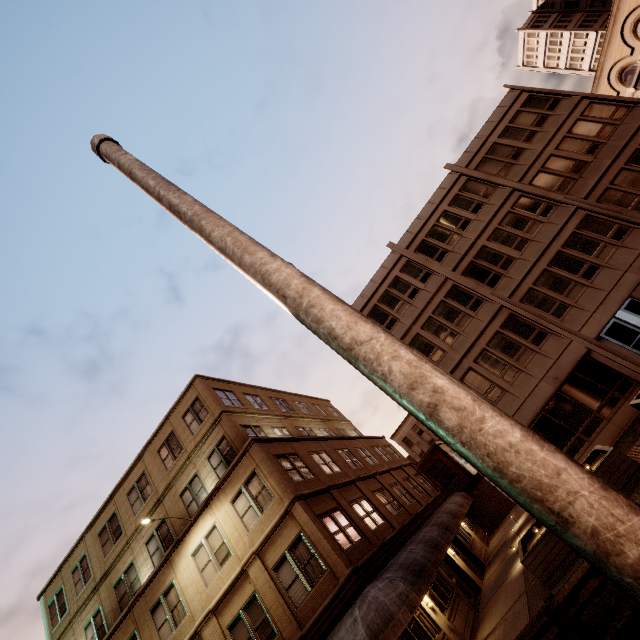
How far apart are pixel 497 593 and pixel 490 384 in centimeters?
975cm

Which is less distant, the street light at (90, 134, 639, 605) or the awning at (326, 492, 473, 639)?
the street light at (90, 134, 639, 605)

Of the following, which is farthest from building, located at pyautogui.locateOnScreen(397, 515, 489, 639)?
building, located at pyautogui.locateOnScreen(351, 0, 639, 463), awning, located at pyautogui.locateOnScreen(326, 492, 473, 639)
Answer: building, located at pyautogui.locateOnScreen(351, 0, 639, 463)

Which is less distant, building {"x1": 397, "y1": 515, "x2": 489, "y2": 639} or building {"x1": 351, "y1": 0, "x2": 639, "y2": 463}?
building {"x1": 397, "y1": 515, "x2": 489, "y2": 639}

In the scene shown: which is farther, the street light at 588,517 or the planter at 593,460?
the planter at 593,460

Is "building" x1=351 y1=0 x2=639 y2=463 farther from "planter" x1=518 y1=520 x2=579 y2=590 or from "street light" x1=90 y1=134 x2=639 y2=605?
"street light" x1=90 y1=134 x2=639 y2=605

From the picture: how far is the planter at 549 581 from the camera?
10.3 meters

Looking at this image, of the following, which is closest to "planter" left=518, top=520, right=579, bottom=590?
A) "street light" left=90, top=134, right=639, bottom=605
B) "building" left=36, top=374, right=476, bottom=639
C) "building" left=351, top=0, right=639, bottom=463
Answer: "building" left=351, top=0, right=639, bottom=463
